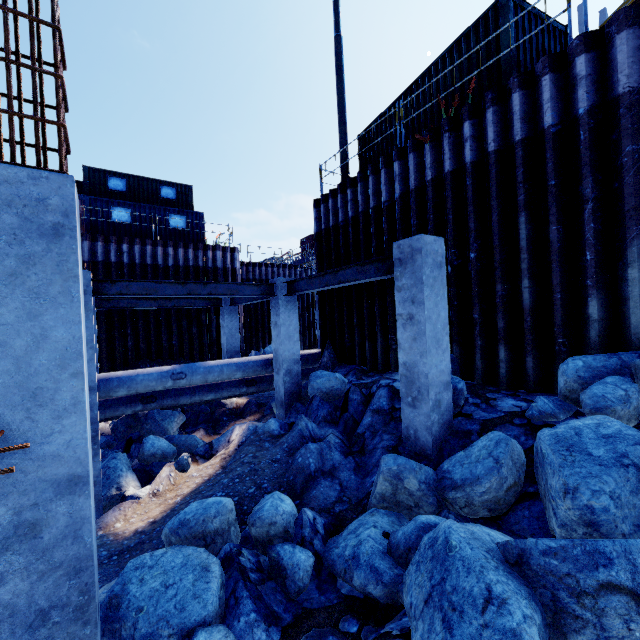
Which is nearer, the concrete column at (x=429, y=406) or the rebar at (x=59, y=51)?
the rebar at (x=59, y=51)

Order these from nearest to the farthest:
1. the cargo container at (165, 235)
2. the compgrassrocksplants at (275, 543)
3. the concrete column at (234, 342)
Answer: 1. the compgrassrocksplants at (275, 543)
2. the concrete column at (234, 342)
3. the cargo container at (165, 235)

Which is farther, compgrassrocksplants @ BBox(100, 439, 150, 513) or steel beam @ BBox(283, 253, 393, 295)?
compgrassrocksplants @ BBox(100, 439, 150, 513)

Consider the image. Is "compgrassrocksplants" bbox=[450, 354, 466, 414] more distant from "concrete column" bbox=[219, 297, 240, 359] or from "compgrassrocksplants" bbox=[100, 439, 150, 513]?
"concrete column" bbox=[219, 297, 240, 359]

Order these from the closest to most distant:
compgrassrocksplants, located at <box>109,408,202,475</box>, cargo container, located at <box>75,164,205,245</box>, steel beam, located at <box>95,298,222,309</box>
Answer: compgrassrocksplants, located at <box>109,408,202,475</box>, steel beam, located at <box>95,298,222,309</box>, cargo container, located at <box>75,164,205,245</box>

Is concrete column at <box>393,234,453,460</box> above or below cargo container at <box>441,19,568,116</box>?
below

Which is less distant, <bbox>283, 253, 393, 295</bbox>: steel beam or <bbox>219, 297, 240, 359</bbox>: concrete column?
<bbox>283, 253, 393, 295</bbox>: steel beam

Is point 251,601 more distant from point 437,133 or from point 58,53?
point 437,133
